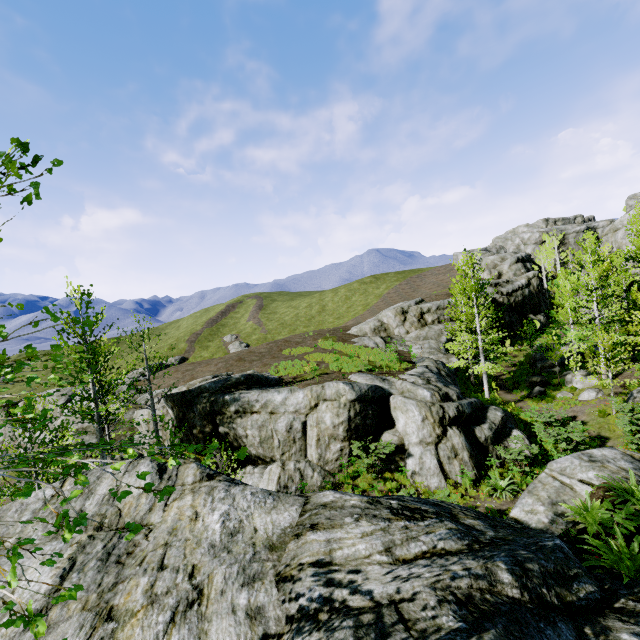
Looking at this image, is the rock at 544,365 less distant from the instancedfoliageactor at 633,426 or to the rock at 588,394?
the instancedfoliageactor at 633,426

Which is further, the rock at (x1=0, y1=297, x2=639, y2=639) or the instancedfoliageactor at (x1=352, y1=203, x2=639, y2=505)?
the instancedfoliageactor at (x1=352, y1=203, x2=639, y2=505)

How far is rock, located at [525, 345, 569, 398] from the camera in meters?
24.0 m

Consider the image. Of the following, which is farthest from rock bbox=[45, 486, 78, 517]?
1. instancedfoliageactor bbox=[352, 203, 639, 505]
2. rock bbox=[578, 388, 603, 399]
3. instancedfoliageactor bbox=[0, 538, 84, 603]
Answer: rock bbox=[578, 388, 603, 399]

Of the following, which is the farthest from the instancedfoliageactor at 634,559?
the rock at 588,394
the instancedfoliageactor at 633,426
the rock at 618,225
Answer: the rock at 588,394

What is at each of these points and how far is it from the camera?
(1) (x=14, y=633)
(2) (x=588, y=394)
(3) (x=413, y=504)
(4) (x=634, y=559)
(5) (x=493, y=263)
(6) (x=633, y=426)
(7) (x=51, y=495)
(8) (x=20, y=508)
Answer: (1) rock, 4.8 meters
(2) rock, 20.8 meters
(3) rock, 7.1 meters
(4) instancedfoliageactor, 5.4 meters
(5) rock, 52.0 meters
(6) instancedfoliageactor, 13.8 meters
(7) rock, 8.0 meters
(8) rock, 7.7 meters

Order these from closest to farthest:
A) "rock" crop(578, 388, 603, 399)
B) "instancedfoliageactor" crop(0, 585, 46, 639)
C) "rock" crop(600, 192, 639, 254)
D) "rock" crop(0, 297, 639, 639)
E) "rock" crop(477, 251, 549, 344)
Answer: "instancedfoliageactor" crop(0, 585, 46, 639) < "rock" crop(0, 297, 639, 639) < "rock" crop(578, 388, 603, 399) < "rock" crop(600, 192, 639, 254) < "rock" crop(477, 251, 549, 344)

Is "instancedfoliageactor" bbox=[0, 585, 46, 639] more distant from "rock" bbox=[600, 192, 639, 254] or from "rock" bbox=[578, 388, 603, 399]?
"rock" bbox=[578, 388, 603, 399]
